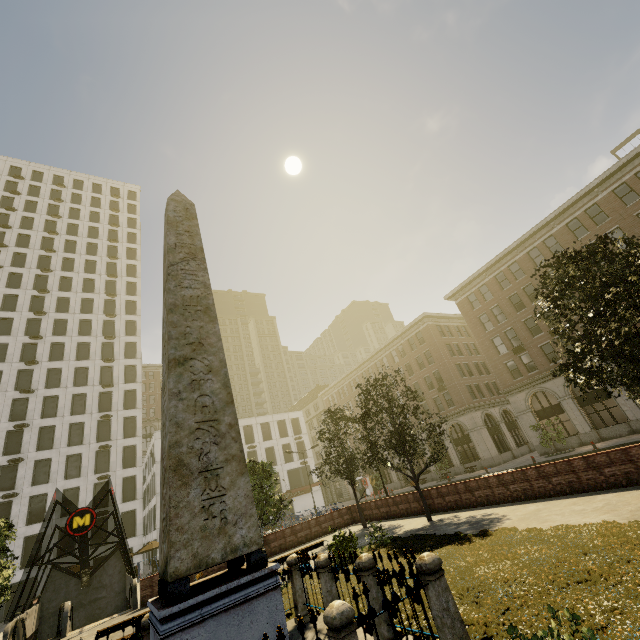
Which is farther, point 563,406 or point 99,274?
point 99,274

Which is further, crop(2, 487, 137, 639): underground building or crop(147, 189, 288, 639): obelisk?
crop(2, 487, 137, 639): underground building

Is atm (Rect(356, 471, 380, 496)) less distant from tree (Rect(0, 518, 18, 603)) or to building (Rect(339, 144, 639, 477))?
building (Rect(339, 144, 639, 477))

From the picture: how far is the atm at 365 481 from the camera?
50.4 meters

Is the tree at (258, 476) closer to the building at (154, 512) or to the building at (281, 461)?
the building at (281, 461)

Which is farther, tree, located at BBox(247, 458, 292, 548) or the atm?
the atm

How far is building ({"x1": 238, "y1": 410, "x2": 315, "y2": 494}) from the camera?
50.7 meters

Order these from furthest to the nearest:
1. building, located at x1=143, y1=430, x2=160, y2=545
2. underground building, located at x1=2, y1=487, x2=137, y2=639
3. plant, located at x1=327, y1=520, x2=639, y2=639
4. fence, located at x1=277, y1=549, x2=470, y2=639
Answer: building, located at x1=143, y1=430, x2=160, y2=545, underground building, located at x1=2, y1=487, x2=137, y2=639, plant, located at x1=327, y1=520, x2=639, y2=639, fence, located at x1=277, y1=549, x2=470, y2=639
